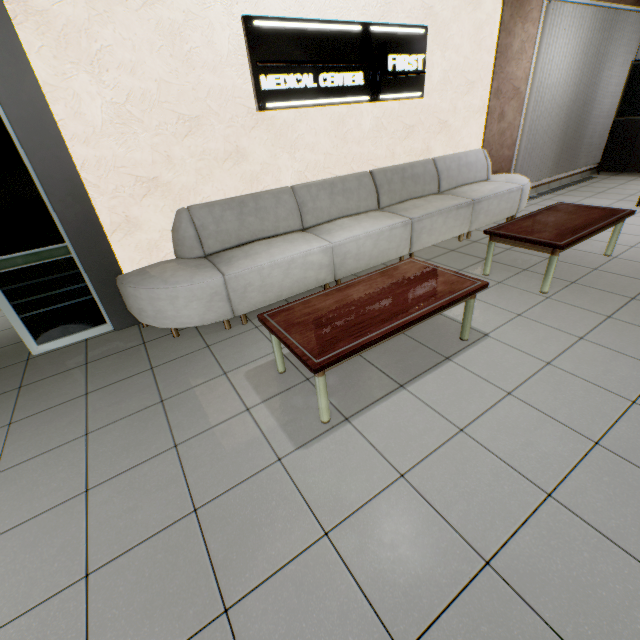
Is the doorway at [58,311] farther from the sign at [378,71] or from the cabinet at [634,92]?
the cabinet at [634,92]

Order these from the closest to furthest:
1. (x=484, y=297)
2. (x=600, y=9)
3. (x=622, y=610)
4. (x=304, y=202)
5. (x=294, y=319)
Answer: (x=622, y=610)
(x=294, y=319)
(x=484, y=297)
(x=304, y=202)
(x=600, y=9)

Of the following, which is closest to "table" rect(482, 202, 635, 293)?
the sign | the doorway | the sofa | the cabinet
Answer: the sofa

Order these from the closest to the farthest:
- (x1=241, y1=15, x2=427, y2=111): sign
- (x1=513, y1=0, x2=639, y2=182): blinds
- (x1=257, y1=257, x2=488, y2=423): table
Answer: (x1=257, y1=257, x2=488, y2=423): table
(x1=241, y1=15, x2=427, y2=111): sign
(x1=513, y1=0, x2=639, y2=182): blinds

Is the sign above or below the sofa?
above

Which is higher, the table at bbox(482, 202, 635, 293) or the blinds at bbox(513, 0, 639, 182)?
the blinds at bbox(513, 0, 639, 182)

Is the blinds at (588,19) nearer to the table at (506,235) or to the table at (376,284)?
the table at (506,235)

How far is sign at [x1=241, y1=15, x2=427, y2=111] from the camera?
Answer: 3.17m
